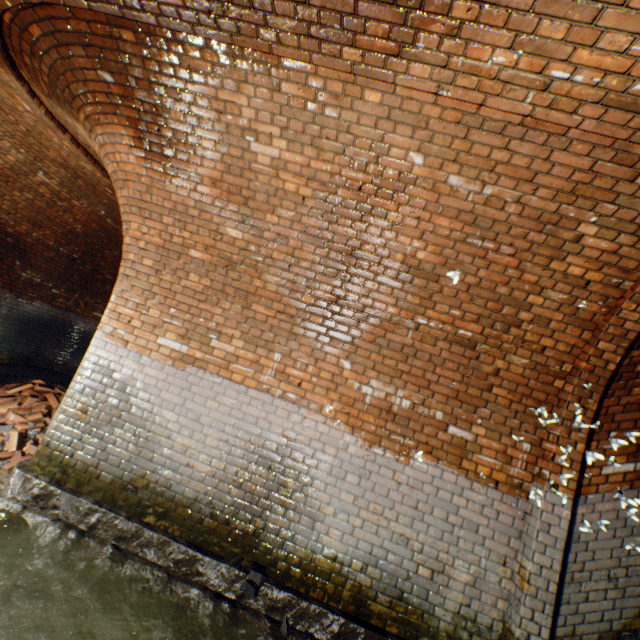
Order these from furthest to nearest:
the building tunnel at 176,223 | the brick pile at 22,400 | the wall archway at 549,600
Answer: the brick pile at 22,400 < the wall archway at 549,600 < the building tunnel at 176,223

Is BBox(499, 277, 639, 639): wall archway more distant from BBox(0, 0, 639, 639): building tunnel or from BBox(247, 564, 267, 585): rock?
BBox(247, 564, 267, 585): rock

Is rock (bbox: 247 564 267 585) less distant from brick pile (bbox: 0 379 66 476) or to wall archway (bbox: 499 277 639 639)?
wall archway (bbox: 499 277 639 639)

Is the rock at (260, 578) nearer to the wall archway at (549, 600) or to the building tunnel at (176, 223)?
the building tunnel at (176, 223)

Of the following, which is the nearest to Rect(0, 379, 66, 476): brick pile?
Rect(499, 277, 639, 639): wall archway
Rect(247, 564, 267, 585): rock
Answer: Rect(499, 277, 639, 639): wall archway

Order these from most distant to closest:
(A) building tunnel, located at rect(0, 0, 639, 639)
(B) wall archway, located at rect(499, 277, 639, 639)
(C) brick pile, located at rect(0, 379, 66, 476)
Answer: (C) brick pile, located at rect(0, 379, 66, 476) < (B) wall archway, located at rect(499, 277, 639, 639) < (A) building tunnel, located at rect(0, 0, 639, 639)

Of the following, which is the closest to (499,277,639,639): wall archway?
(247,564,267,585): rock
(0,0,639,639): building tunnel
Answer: (0,0,639,639): building tunnel

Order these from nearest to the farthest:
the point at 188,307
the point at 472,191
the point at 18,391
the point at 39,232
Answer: the point at 472,191
the point at 188,307
the point at 18,391
the point at 39,232
